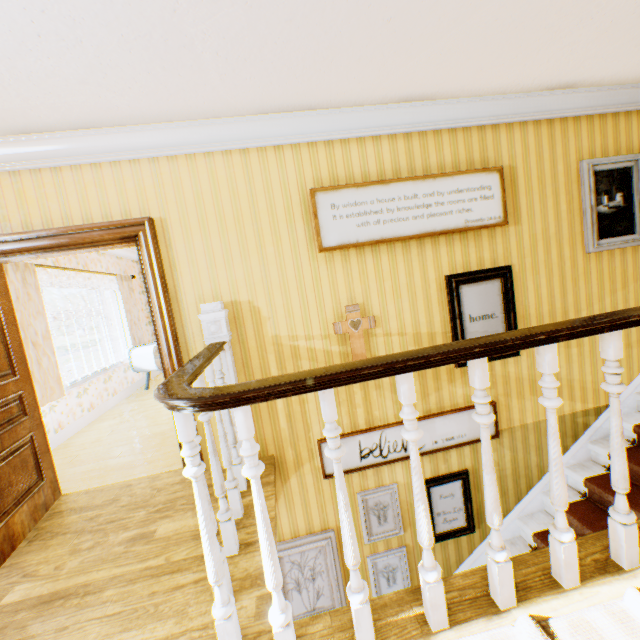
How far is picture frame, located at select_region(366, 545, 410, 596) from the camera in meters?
3.5

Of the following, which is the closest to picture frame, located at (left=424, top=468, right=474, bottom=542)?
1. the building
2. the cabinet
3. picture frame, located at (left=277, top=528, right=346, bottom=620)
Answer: the building

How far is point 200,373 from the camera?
1.9m

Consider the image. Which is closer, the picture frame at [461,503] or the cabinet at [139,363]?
the picture frame at [461,503]

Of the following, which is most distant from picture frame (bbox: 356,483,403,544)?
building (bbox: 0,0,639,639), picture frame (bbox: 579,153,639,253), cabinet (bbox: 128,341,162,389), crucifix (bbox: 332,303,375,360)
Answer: cabinet (bbox: 128,341,162,389)

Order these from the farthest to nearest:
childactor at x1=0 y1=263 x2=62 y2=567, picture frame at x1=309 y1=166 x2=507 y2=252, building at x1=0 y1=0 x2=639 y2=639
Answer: picture frame at x1=309 y1=166 x2=507 y2=252 < childactor at x1=0 y1=263 x2=62 y2=567 < building at x1=0 y1=0 x2=639 y2=639

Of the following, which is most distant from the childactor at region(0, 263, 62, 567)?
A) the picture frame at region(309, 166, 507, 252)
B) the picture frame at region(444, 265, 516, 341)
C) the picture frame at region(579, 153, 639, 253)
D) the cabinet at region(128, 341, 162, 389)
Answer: the picture frame at region(579, 153, 639, 253)

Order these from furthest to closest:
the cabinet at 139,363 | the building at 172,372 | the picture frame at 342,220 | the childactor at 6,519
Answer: the cabinet at 139,363 < the picture frame at 342,220 < the childactor at 6,519 < the building at 172,372
